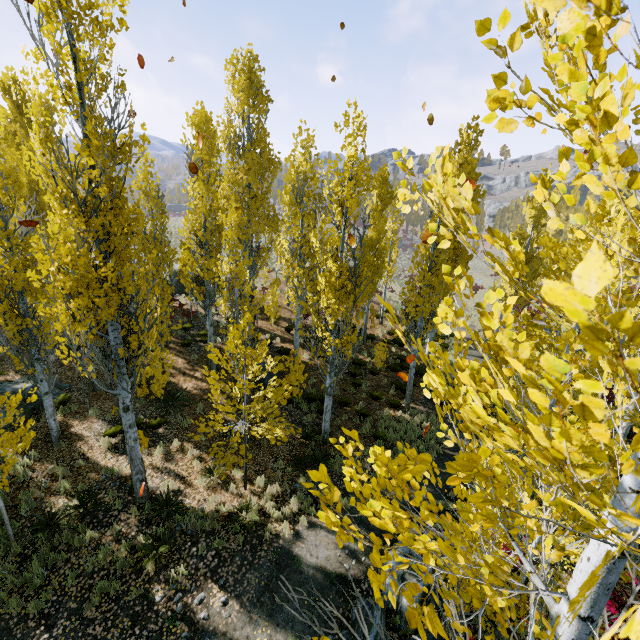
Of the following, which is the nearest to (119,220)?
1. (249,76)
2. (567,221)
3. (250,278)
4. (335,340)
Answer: (335,340)

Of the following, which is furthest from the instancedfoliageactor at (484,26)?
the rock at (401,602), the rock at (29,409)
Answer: the rock at (401,602)

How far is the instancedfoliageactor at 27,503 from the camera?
8.55m

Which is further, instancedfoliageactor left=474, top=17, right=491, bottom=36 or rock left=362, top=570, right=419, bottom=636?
rock left=362, top=570, right=419, bottom=636

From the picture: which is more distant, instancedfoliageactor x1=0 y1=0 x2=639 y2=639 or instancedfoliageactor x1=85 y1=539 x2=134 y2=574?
instancedfoliageactor x1=85 y1=539 x2=134 y2=574

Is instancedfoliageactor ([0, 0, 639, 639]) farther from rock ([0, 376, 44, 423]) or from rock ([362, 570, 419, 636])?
rock ([362, 570, 419, 636])
